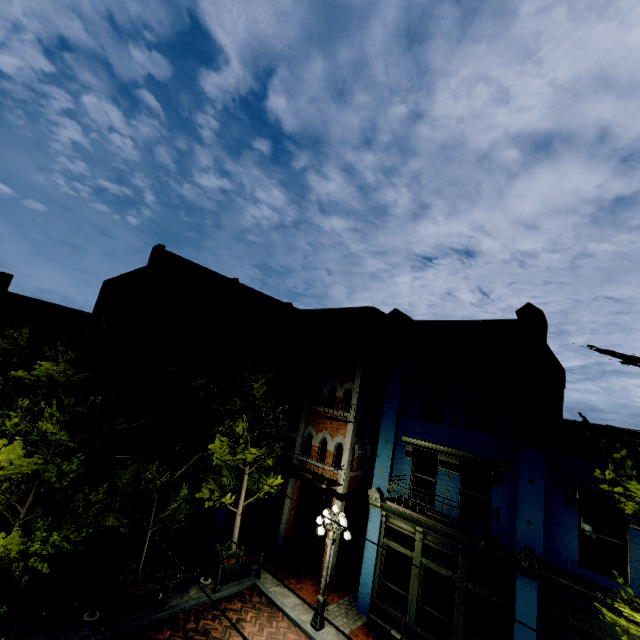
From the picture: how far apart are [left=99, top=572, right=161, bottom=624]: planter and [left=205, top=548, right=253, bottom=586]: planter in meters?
2.3

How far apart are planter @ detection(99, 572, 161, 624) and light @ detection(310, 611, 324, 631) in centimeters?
493cm

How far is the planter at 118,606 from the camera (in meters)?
9.14

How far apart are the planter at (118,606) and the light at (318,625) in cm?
493

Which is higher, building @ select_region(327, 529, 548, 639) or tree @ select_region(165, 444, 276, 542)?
tree @ select_region(165, 444, 276, 542)

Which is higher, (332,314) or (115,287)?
(115,287)

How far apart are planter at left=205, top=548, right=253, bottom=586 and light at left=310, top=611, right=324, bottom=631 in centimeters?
301cm

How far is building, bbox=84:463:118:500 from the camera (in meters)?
15.86
